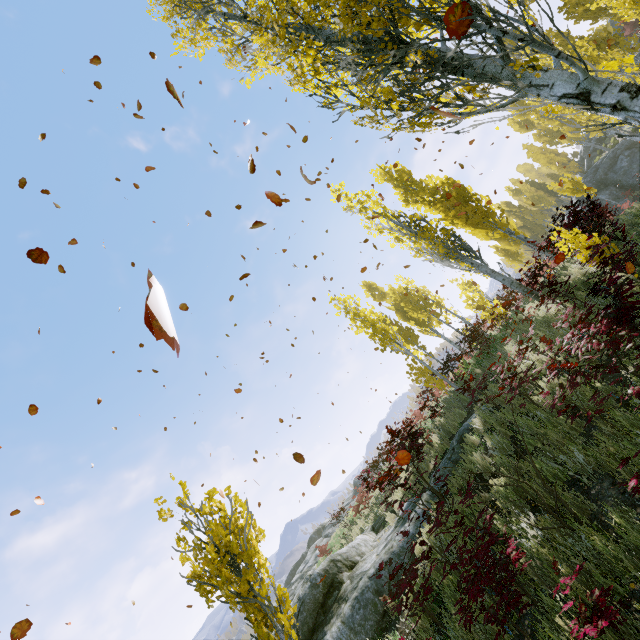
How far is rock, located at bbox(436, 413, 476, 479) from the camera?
8.2 meters

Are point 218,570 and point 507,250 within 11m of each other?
no

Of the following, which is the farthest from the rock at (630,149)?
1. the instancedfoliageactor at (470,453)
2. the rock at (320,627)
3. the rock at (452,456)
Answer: A: the rock at (452,456)

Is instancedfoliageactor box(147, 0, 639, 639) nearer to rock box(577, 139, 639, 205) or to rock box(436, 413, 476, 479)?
rock box(577, 139, 639, 205)

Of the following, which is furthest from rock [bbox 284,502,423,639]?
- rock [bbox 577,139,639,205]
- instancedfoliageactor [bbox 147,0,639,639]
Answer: rock [bbox 577,139,639,205]

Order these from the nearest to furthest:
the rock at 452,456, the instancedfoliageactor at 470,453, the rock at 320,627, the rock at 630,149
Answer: the instancedfoliageactor at 470,453 → the rock at 320,627 → the rock at 452,456 → the rock at 630,149

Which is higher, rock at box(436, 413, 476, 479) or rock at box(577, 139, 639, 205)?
rock at box(577, 139, 639, 205)
